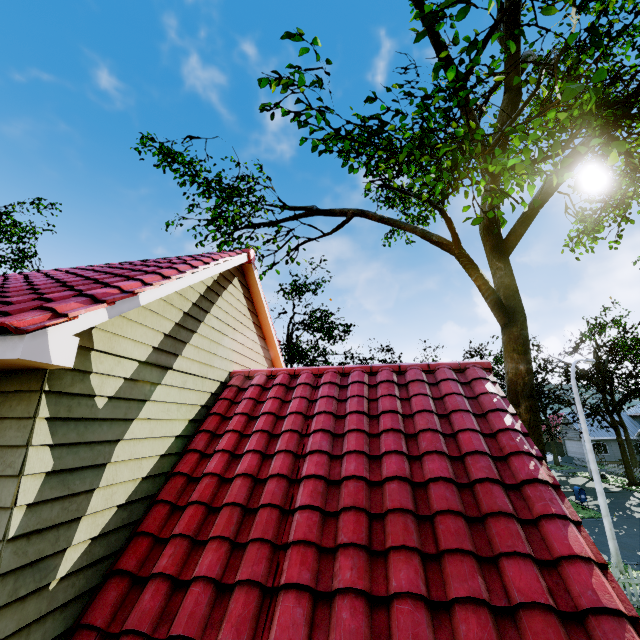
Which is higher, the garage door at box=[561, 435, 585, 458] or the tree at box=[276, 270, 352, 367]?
the tree at box=[276, 270, 352, 367]

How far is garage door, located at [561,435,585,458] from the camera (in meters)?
44.19

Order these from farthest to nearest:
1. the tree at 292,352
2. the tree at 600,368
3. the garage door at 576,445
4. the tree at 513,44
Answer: the garage door at 576,445 < the tree at 600,368 < the tree at 292,352 < the tree at 513,44

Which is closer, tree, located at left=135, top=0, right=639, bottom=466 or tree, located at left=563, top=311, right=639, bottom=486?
tree, located at left=135, top=0, right=639, bottom=466

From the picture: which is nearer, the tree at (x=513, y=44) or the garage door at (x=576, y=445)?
the tree at (x=513, y=44)

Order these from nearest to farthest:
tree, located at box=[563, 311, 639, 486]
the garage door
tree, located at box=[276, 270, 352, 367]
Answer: tree, located at box=[276, 270, 352, 367]
tree, located at box=[563, 311, 639, 486]
the garage door

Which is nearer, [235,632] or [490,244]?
[235,632]
